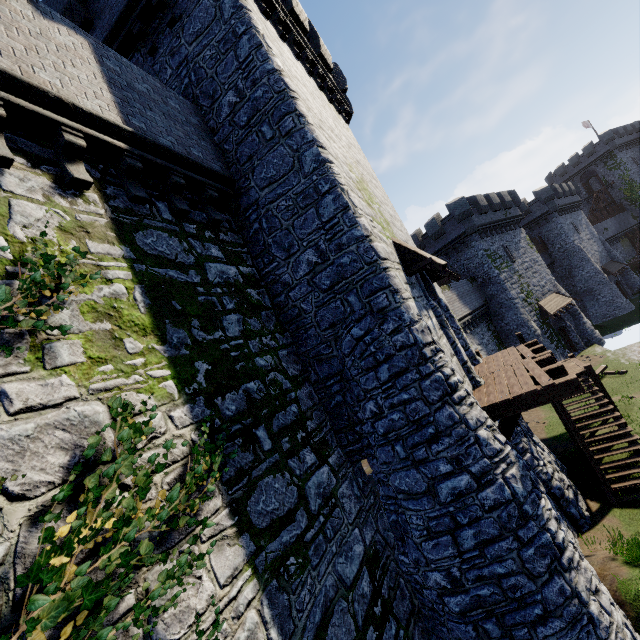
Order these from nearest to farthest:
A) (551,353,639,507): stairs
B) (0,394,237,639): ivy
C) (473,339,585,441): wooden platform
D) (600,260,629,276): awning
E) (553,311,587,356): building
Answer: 1. (0,394,237,639): ivy
2. (473,339,585,441): wooden platform
3. (551,353,639,507): stairs
4. (553,311,587,356): building
5. (600,260,629,276): awning

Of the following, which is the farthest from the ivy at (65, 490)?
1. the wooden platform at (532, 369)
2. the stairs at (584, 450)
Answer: the stairs at (584, 450)

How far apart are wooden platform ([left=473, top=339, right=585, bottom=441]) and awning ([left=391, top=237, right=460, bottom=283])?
3.1 meters

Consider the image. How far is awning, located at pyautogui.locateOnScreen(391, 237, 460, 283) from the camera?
8.52m

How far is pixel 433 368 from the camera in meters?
6.8 m

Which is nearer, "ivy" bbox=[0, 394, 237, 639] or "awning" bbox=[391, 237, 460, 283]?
"ivy" bbox=[0, 394, 237, 639]

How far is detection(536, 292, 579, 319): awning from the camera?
28.1 meters

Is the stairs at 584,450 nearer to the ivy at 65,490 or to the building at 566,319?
the building at 566,319
